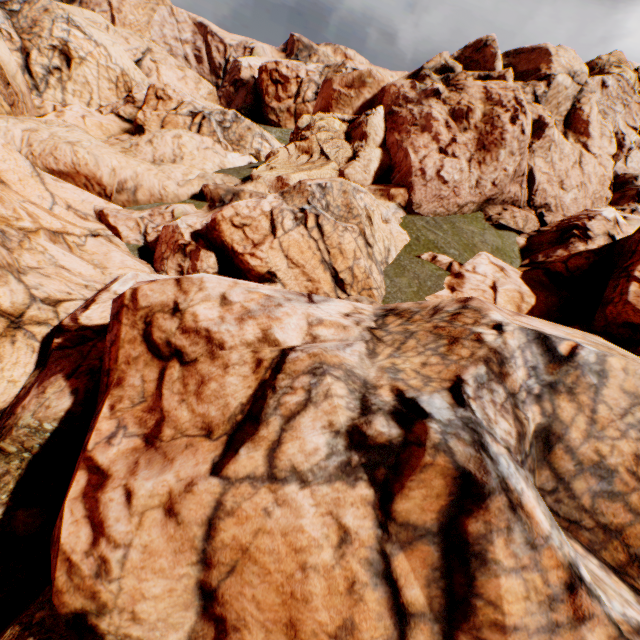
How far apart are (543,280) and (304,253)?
9.38m
